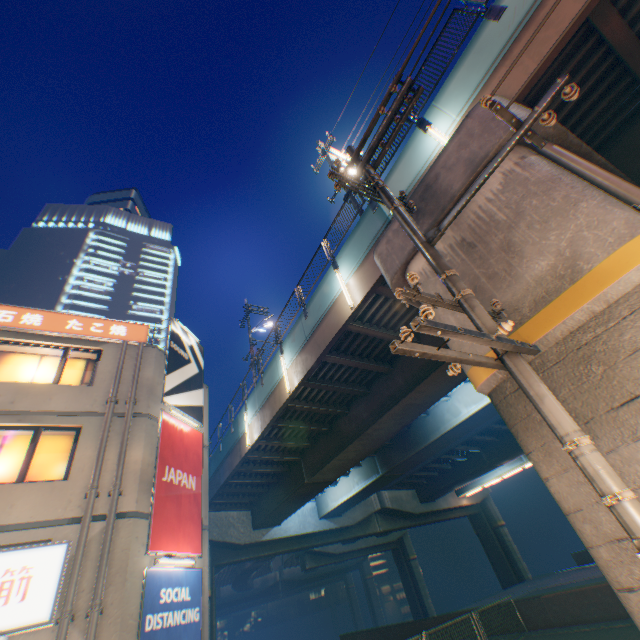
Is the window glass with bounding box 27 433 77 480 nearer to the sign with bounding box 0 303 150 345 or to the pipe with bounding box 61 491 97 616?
the pipe with bounding box 61 491 97 616

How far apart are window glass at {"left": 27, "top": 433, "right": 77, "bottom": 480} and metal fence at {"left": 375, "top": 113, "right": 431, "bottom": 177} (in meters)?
11.82

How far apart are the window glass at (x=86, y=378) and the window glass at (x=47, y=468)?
1.46m

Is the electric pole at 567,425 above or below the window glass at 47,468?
below

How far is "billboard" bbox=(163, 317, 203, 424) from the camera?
12.69m

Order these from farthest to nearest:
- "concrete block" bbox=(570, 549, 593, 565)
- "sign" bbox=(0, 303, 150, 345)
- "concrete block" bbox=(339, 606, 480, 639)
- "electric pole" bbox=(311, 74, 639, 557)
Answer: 1. "concrete block" bbox=(570, 549, 593, 565)
2. "concrete block" bbox=(339, 606, 480, 639)
3. "sign" bbox=(0, 303, 150, 345)
4. "electric pole" bbox=(311, 74, 639, 557)

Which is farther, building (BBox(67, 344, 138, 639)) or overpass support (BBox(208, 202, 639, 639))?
building (BBox(67, 344, 138, 639))

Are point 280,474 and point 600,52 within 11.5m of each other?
no
